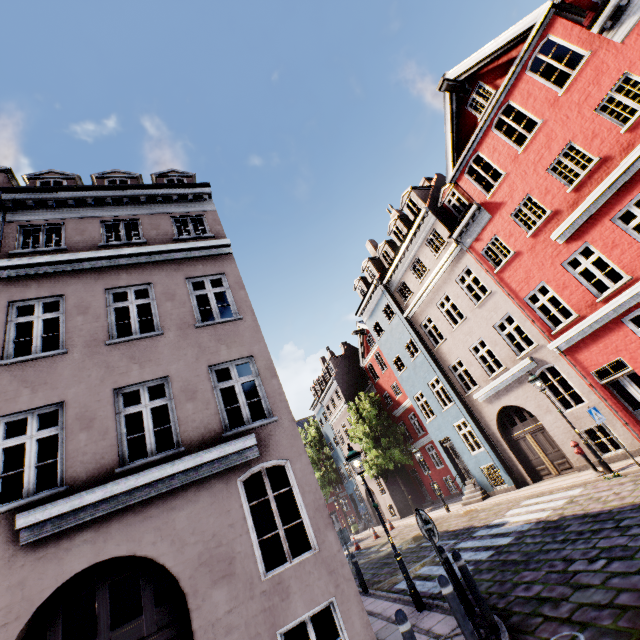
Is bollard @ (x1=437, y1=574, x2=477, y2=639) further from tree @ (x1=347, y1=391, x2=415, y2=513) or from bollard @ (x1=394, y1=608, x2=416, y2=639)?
tree @ (x1=347, y1=391, x2=415, y2=513)

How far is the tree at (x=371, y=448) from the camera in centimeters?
2547cm

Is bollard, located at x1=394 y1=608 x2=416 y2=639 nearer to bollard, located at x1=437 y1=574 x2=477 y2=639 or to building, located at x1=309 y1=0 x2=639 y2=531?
bollard, located at x1=437 y1=574 x2=477 y2=639

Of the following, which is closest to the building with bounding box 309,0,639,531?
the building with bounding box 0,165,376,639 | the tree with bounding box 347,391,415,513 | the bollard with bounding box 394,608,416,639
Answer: the tree with bounding box 347,391,415,513

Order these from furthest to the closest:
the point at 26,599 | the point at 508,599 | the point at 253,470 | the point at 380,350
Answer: the point at 380,350, the point at 253,470, the point at 508,599, the point at 26,599

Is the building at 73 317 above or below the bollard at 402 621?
above

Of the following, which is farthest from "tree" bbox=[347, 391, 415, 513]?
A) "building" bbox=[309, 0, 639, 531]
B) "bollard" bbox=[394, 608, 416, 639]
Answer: "bollard" bbox=[394, 608, 416, 639]
